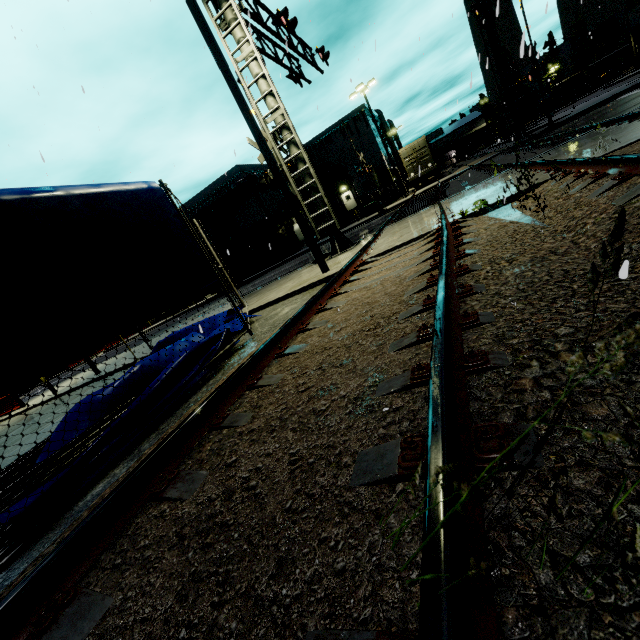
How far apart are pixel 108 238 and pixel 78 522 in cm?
335

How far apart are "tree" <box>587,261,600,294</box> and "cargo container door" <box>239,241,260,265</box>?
30.60m

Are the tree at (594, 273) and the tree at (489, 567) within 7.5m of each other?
yes

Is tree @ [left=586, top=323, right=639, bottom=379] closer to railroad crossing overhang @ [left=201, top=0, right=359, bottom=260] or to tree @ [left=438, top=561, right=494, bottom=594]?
tree @ [left=438, top=561, right=494, bottom=594]

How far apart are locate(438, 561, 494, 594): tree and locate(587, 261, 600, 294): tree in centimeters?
25cm

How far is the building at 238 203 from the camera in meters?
35.3

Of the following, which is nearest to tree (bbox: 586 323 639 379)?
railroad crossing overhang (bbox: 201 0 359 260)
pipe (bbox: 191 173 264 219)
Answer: railroad crossing overhang (bbox: 201 0 359 260)

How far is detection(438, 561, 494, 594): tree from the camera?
0.6m
